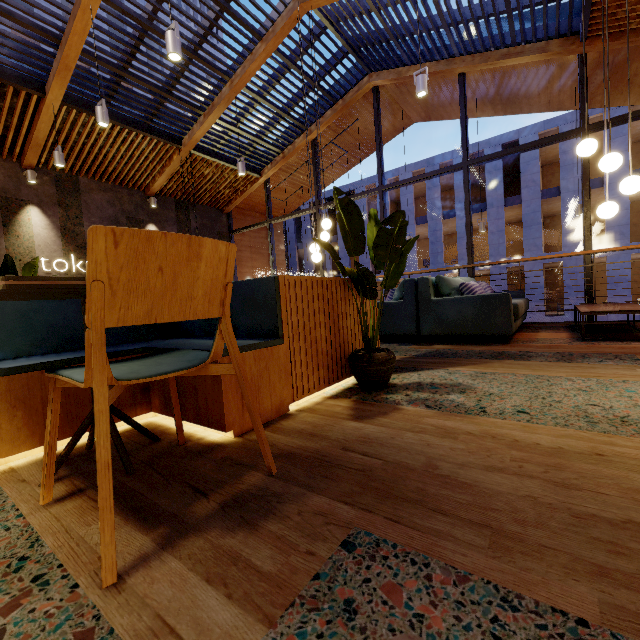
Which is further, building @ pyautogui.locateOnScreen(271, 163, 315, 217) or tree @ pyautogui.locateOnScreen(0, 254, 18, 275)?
building @ pyautogui.locateOnScreen(271, 163, 315, 217)

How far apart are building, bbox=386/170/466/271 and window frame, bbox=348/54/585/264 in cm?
1676

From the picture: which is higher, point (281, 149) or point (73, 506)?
point (281, 149)

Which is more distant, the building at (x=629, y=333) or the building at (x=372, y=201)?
the building at (x=372, y=201)

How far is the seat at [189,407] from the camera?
1.5 meters

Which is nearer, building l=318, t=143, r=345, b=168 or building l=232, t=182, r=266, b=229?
building l=318, t=143, r=345, b=168

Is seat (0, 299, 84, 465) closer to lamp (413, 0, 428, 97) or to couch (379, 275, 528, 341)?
couch (379, 275, 528, 341)

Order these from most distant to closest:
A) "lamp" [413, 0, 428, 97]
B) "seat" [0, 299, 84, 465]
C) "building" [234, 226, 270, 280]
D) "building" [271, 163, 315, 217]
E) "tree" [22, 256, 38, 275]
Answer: "building" [234, 226, 270, 280] < "building" [271, 163, 315, 217] < "tree" [22, 256, 38, 275] < "lamp" [413, 0, 428, 97] < "seat" [0, 299, 84, 465]
